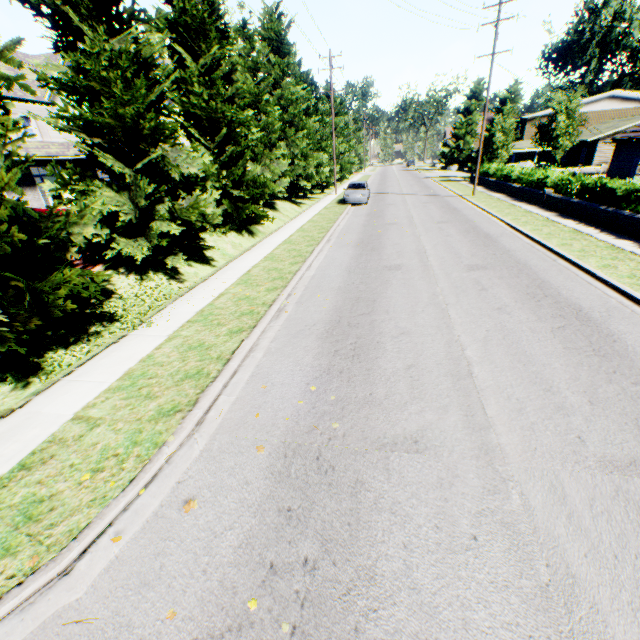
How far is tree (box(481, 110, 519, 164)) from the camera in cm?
3294

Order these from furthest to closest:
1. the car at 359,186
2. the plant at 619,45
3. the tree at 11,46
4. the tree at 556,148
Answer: the plant at 619,45
the tree at 556,148
the car at 359,186
the tree at 11,46

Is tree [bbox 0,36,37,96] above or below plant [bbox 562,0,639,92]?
below

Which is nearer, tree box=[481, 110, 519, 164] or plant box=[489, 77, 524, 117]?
tree box=[481, 110, 519, 164]

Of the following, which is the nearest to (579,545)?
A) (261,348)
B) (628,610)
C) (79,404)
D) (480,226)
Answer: (628,610)

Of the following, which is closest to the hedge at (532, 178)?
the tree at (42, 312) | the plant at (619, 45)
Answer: the tree at (42, 312)

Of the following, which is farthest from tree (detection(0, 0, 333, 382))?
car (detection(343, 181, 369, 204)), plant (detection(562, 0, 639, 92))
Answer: plant (detection(562, 0, 639, 92))

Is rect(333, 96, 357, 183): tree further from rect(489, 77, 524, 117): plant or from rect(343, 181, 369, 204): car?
rect(489, 77, 524, 117): plant
